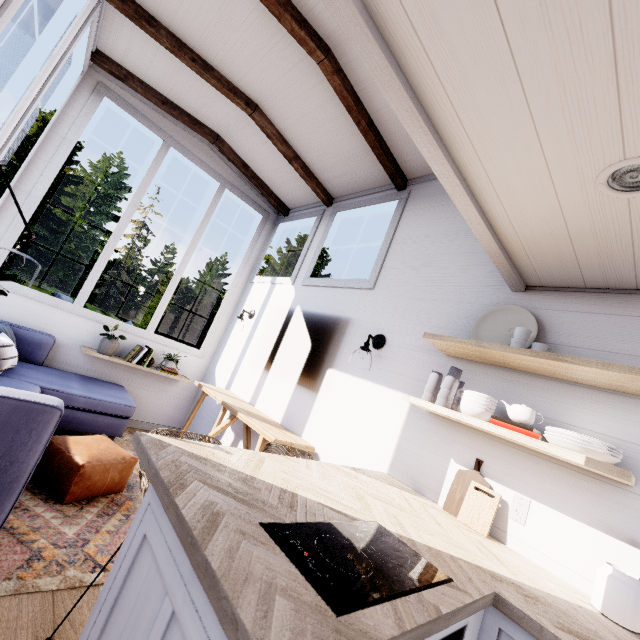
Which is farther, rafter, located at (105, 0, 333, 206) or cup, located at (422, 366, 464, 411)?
rafter, located at (105, 0, 333, 206)

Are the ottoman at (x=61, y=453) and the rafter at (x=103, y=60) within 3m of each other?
no

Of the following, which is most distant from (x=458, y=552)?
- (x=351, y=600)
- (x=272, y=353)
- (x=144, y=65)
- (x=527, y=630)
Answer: (x=144, y=65)

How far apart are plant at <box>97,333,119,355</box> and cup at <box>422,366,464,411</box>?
3.61m

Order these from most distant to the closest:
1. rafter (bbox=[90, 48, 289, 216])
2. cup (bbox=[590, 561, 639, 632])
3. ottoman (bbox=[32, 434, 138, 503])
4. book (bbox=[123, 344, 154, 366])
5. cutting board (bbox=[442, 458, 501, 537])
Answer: book (bbox=[123, 344, 154, 366]) → rafter (bbox=[90, 48, 289, 216]) → ottoman (bbox=[32, 434, 138, 503]) → cutting board (bbox=[442, 458, 501, 537]) → cup (bbox=[590, 561, 639, 632])

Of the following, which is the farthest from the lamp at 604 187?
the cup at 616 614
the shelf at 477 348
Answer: the cup at 616 614

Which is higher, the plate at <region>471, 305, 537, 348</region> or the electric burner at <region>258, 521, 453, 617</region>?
the plate at <region>471, 305, 537, 348</region>

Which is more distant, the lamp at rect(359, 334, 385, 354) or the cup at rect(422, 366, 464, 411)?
the lamp at rect(359, 334, 385, 354)
